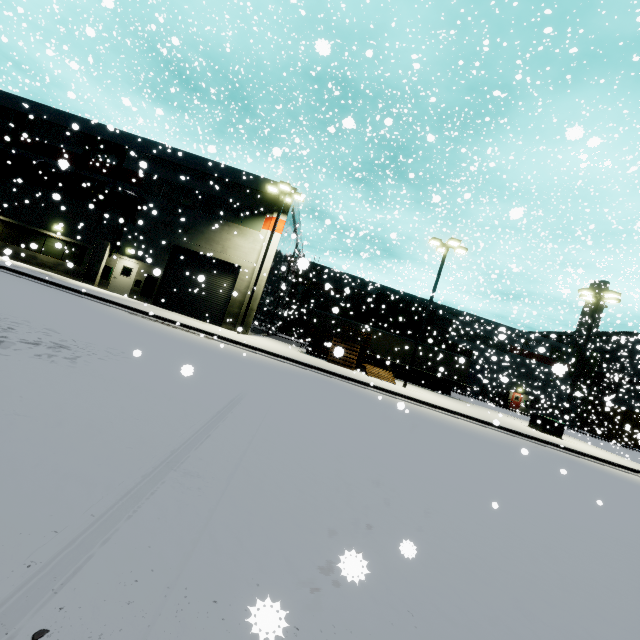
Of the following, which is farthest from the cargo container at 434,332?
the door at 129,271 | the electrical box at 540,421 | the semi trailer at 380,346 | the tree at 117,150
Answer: the tree at 117,150

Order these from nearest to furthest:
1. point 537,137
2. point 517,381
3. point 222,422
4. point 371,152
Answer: point 222,422 < point 371,152 < point 537,137 < point 517,381

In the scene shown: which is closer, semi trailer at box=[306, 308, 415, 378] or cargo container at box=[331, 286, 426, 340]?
semi trailer at box=[306, 308, 415, 378]

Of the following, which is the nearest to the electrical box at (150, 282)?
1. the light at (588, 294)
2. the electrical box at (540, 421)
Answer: the electrical box at (540, 421)

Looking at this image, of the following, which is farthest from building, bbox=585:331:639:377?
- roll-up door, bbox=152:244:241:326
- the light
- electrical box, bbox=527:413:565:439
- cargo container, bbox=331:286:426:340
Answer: the light

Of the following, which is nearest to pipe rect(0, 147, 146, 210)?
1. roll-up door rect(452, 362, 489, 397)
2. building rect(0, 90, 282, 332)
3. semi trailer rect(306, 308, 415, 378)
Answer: building rect(0, 90, 282, 332)

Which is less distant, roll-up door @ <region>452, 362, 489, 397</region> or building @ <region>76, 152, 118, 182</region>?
building @ <region>76, 152, 118, 182</region>

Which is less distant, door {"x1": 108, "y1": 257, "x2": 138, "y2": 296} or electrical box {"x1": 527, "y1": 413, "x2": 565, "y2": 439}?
electrical box {"x1": 527, "y1": 413, "x2": 565, "y2": 439}
